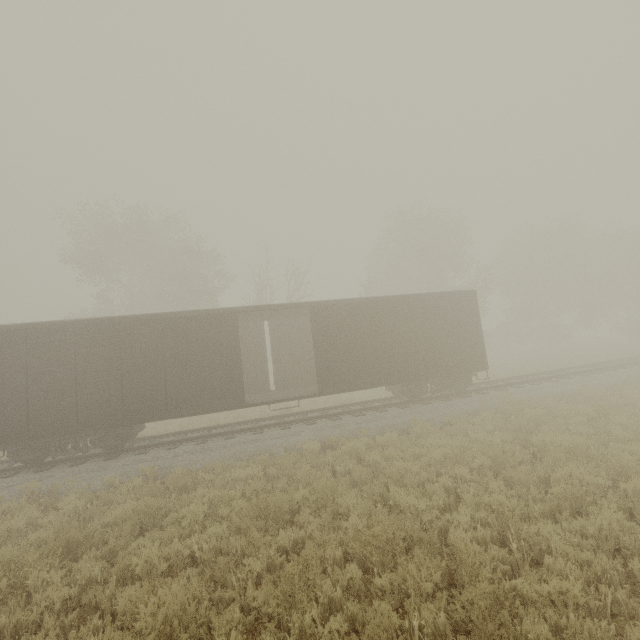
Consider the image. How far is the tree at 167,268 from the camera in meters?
25.9

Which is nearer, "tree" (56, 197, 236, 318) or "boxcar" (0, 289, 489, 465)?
"boxcar" (0, 289, 489, 465)

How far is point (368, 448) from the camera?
10.55m

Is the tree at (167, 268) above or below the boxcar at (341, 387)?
above

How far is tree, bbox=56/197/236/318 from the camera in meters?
25.9 m

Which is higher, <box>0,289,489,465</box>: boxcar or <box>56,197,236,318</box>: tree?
<box>56,197,236,318</box>: tree
